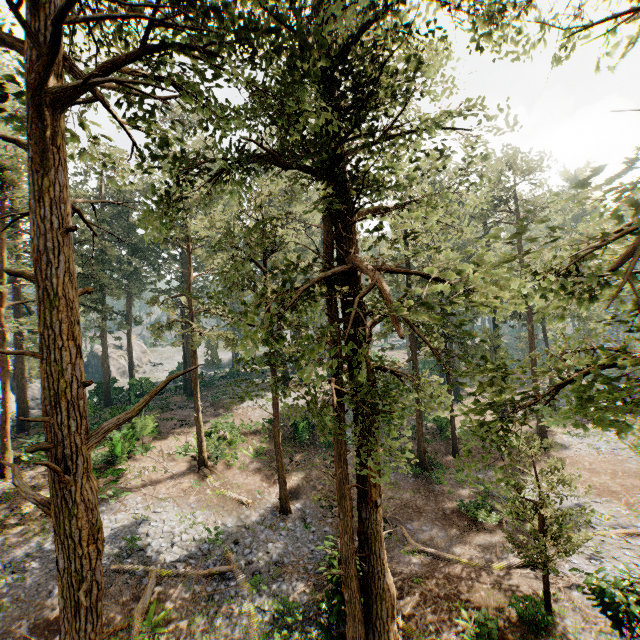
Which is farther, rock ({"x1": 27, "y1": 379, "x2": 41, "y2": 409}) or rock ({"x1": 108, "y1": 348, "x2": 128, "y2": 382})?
rock ({"x1": 108, "y1": 348, "x2": 128, "y2": 382})

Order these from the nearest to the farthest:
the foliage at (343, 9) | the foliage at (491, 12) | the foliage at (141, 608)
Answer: the foliage at (491, 12) < the foliage at (343, 9) < the foliage at (141, 608)

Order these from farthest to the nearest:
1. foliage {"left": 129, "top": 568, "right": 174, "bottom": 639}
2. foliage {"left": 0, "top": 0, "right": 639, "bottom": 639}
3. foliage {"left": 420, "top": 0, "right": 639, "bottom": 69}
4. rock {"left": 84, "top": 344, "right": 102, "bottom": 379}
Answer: rock {"left": 84, "top": 344, "right": 102, "bottom": 379} → foliage {"left": 129, "top": 568, "right": 174, "bottom": 639} → foliage {"left": 0, "top": 0, "right": 639, "bottom": 639} → foliage {"left": 420, "top": 0, "right": 639, "bottom": 69}

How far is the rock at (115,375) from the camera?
52.7m

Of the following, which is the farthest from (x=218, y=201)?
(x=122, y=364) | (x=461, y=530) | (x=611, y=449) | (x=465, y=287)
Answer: (x=611, y=449)

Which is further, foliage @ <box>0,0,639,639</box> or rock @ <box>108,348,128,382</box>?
rock @ <box>108,348,128,382</box>

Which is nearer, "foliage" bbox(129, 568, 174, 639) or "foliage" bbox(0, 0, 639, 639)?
"foliage" bbox(0, 0, 639, 639)
